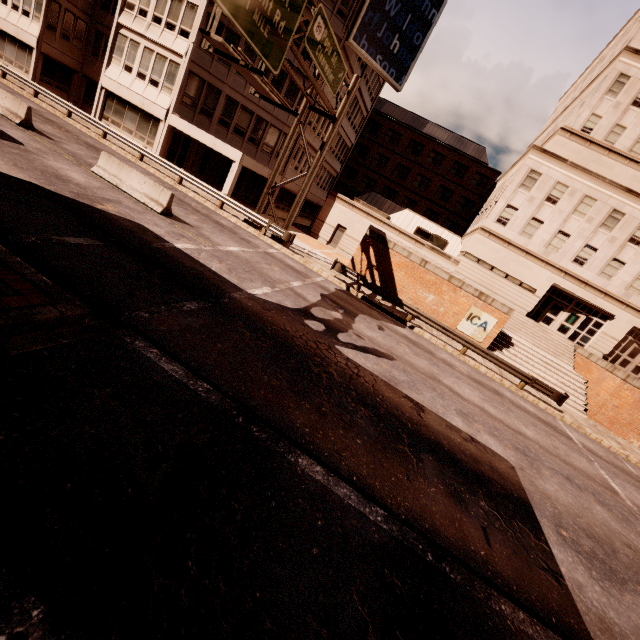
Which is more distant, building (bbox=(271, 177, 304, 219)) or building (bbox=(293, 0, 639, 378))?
building (bbox=(271, 177, 304, 219))

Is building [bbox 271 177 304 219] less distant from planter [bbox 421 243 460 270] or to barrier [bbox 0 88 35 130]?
barrier [bbox 0 88 35 130]

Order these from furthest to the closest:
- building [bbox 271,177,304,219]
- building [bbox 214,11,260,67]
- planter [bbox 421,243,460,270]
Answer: building [bbox 271,177,304,219] < building [bbox 214,11,260,67] < planter [bbox 421,243,460,270]

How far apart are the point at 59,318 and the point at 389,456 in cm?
636

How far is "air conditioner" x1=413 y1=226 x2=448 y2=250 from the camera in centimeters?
3109cm

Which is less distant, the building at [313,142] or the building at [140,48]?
the building at [140,48]

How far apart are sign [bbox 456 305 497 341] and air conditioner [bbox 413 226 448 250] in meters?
12.5 m

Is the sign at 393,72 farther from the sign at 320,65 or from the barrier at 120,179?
the barrier at 120,179
